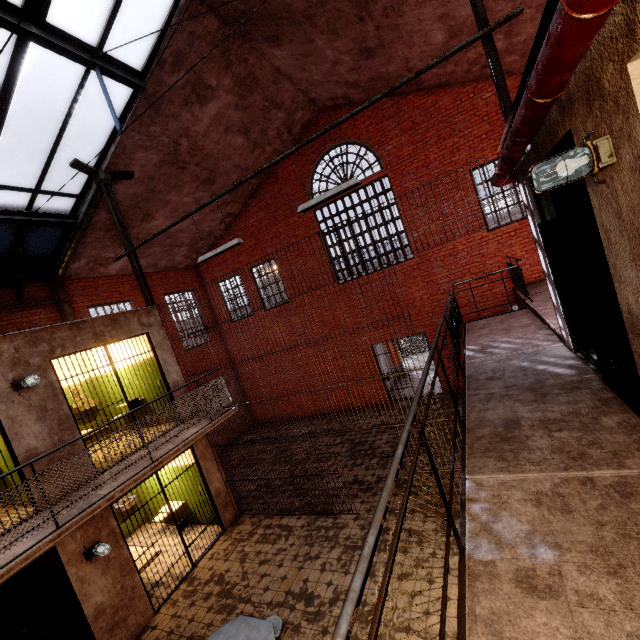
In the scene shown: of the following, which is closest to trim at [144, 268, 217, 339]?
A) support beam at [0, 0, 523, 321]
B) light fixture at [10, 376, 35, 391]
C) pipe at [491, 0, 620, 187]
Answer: support beam at [0, 0, 523, 321]

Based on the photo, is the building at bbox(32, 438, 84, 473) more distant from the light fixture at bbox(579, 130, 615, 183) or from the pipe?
the light fixture at bbox(579, 130, 615, 183)

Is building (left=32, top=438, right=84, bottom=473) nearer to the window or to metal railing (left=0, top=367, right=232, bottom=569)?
metal railing (left=0, top=367, right=232, bottom=569)

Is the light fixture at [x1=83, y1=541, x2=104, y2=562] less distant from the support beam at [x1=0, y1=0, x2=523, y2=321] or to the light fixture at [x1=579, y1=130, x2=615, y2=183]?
the support beam at [x1=0, y1=0, x2=523, y2=321]

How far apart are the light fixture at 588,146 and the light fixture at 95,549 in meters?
8.1 m

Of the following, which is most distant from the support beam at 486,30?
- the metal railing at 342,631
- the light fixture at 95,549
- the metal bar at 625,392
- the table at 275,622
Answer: the table at 275,622

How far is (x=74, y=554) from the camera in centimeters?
550cm

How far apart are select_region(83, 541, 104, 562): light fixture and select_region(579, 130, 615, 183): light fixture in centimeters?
810cm
